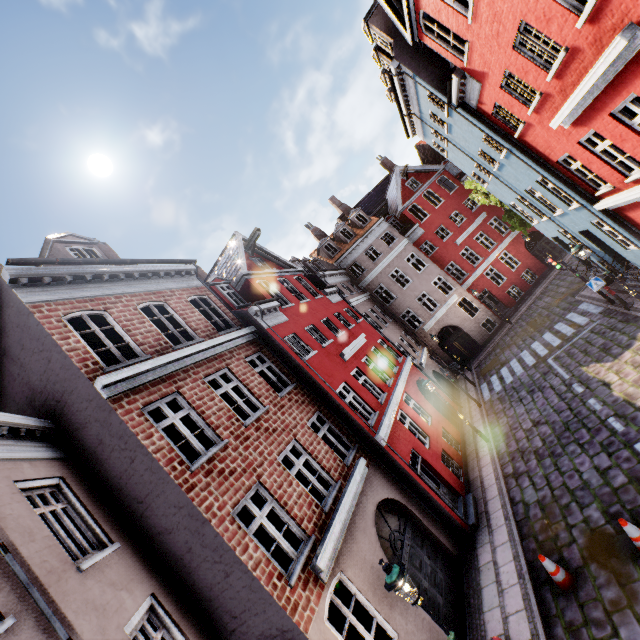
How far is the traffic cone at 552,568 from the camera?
7.14m

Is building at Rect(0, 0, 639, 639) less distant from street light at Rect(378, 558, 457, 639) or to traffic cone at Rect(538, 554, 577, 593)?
street light at Rect(378, 558, 457, 639)

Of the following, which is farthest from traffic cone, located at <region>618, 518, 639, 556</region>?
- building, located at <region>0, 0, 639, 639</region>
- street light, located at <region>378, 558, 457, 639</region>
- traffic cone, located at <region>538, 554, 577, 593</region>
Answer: building, located at <region>0, 0, 639, 639</region>

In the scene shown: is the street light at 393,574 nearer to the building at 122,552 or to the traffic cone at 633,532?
the building at 122,552

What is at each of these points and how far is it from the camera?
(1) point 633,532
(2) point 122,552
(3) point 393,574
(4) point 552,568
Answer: (1) traffic cone, 6.5m
(2) building, 6.4m
(3) street light, 5.7m
(4) traffic cone, 7.3m

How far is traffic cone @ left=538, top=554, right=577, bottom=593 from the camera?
7.1m

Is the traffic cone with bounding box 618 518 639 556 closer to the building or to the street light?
the street light

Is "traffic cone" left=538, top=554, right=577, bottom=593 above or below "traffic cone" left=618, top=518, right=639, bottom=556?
below
